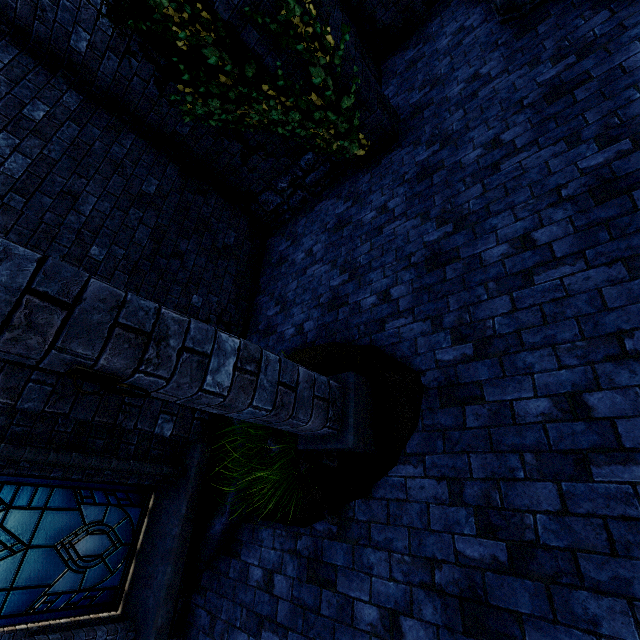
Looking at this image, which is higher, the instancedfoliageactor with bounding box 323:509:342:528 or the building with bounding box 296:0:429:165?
the building with bounding box 296:0:429:165

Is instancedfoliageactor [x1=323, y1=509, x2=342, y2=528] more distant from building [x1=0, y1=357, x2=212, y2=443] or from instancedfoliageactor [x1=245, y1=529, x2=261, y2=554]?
building [x1=0, y1=357, x2=212, y2=443]

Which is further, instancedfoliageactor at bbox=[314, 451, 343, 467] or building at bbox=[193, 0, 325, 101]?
building at bbox=[193, 0, 325, 101]

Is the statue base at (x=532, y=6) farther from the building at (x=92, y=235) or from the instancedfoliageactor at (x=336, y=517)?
the instancedfoliageactor at (x=336, y=517)

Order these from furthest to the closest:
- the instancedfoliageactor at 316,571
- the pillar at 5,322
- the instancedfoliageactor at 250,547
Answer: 1. the instancedfoliageactor at 250,547
2. the instancedfoliageactor at 316,571
3. the pillar at 5,322

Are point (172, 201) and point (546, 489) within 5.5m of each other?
no

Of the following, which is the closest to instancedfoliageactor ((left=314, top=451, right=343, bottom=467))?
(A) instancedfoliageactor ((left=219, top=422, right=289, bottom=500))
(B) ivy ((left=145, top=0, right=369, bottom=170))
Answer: (A) instancedfoliageactor ((left=219, top=422, right=289, bottom=500))

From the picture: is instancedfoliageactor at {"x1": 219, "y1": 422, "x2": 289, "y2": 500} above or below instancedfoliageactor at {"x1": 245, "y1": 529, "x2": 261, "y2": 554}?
above
